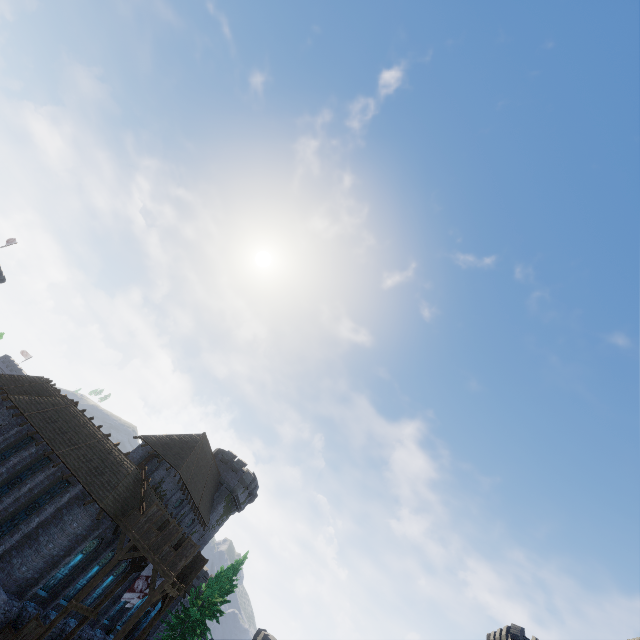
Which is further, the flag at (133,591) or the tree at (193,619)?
the tree at (193,619)

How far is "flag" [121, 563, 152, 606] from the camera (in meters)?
22.34

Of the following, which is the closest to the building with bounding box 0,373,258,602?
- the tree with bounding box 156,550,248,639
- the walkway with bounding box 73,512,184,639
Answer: the walkway with bounding box 73,512,184,639

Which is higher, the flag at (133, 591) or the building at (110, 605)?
the flag at (133, 591)

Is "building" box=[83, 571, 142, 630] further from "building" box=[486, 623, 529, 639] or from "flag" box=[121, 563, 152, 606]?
"building" box=[486, 623, 529, 639]

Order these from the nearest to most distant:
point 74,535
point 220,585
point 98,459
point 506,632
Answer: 1. point 74,535
2. point 98,459
3. point 220,585
4. point 506,632

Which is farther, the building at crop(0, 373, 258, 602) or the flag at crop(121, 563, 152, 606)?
the flag at crop(121, 563, 152, 606)

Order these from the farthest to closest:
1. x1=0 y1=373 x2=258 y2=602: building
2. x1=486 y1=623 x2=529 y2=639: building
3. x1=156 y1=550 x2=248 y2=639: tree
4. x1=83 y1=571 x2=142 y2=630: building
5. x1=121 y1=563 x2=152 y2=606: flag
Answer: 1. x1=486 y1=623 x2=529 y2=639: building
2. x1=156 y1=550 x2=248 y2=639: tree
3. x1=83 y1=571 x2=142 y2=630: building
4. x1=121 y1=563 x2=152 y2=606: flag
5. x1=0 y1=373 x2=258 y2=602: building
